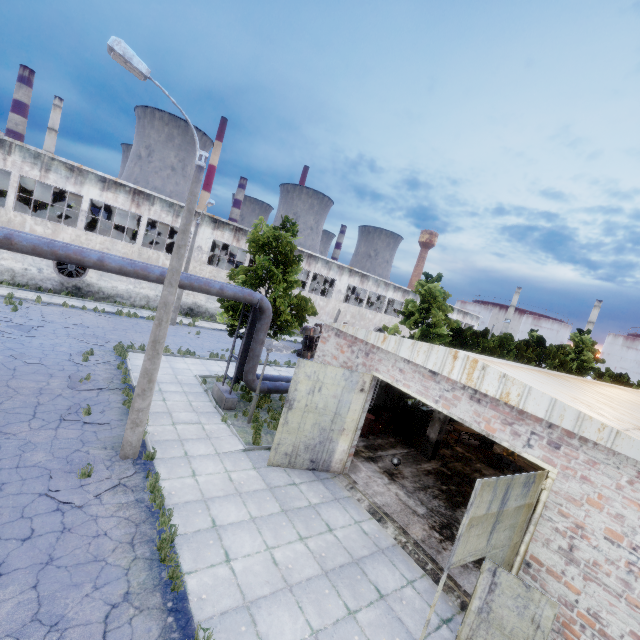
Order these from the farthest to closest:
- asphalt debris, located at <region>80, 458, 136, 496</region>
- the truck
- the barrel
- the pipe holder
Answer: the truck → the barrel → the pipe holder → asphalt debris, located at <region>80, 458, 136, 496</region>

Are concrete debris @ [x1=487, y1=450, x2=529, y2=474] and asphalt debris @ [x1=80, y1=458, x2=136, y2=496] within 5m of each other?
no

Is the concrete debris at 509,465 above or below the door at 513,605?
below

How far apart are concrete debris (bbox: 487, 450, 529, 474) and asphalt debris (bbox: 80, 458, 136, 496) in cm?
1678

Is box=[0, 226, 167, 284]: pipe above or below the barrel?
above

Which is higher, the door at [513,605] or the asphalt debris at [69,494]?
the door at [513,605]

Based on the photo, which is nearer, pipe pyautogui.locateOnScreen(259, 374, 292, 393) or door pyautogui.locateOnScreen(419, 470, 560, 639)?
door pyautogui.locateOnScreen(419, 470, 560, 639)

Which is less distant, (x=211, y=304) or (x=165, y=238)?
(x=165, y=238)
